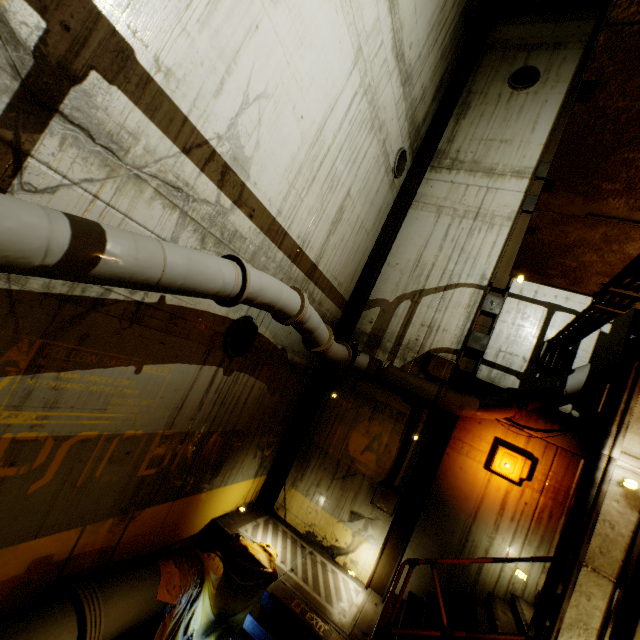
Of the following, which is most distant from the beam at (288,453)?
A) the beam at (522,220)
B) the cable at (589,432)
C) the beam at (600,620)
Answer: the beam at (600,620)

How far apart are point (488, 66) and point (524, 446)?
11.5m

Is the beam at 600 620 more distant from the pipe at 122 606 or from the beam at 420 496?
the beam at 420 496

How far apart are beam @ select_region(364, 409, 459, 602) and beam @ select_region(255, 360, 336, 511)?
2.8 meters

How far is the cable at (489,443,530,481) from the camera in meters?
6.9 m

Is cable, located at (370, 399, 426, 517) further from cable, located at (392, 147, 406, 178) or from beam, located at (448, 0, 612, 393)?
cable, located at (392, 147, 406, 178)

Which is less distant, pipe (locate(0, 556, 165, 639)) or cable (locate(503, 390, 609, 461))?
pipe (locate(0, 556, 165, 639))

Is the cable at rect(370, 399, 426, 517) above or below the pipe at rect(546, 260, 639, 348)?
below
